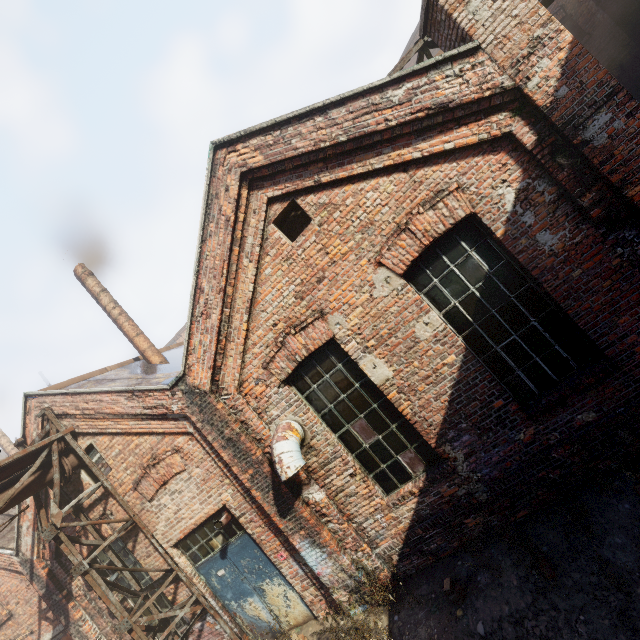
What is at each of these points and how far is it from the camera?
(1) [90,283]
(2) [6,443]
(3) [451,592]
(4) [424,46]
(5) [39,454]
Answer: (1) building, 9.1 meters
(2) building, 17.8 meters
(3) instancedfoliageactor, 4.4 meters
(4) scaffolding, 5.1 meters
(5) pipe, 6.4 meters

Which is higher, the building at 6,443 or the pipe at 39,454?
the building at 6,443

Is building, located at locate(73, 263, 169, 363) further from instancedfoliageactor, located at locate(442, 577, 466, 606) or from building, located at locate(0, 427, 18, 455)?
building, located at locate(0, 427, 18, 455)

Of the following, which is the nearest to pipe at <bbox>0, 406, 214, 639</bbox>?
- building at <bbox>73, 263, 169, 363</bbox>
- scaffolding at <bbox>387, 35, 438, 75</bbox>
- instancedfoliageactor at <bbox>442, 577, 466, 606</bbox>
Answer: building at <bbox>73, 263, 169, 363</bbox>

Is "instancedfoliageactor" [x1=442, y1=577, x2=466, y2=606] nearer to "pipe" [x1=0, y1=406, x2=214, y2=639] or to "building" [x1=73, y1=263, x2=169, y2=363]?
"pipe" [x1=0, y1=406, x2=214, y2=639]

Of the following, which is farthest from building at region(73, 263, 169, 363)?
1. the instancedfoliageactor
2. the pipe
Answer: the instancedfoliageactor

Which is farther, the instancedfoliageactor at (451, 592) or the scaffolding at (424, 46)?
the scaffolding at (424, 46)

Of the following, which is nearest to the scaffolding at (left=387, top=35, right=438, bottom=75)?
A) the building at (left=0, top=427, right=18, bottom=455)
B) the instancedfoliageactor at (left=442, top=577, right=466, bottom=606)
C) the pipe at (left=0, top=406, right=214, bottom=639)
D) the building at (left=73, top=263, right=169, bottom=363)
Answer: the instancedfoliageactor at (left=442, top=577, right=466, bottom=606)
